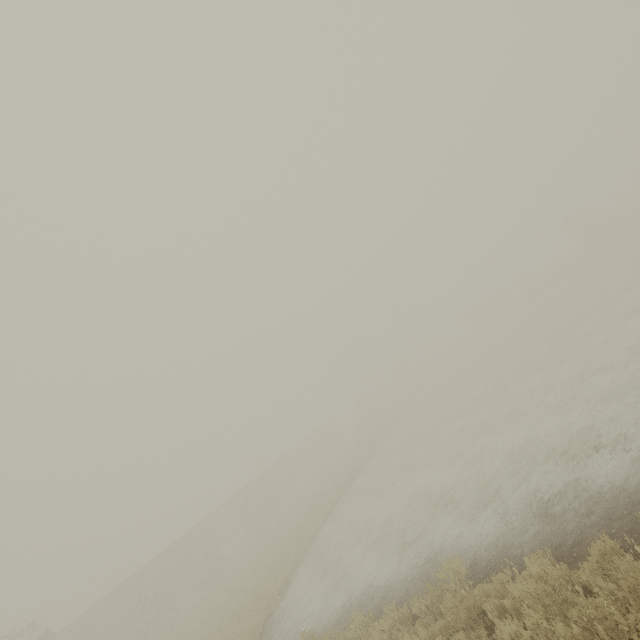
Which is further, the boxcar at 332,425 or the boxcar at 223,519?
the boxcar at 332,425

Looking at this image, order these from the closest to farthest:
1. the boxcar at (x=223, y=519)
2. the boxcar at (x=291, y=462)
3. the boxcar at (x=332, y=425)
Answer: the boxcar at (x=223, y=519), the boxcar at (x=291, y=462), the boxcar at (x=332, y=425)

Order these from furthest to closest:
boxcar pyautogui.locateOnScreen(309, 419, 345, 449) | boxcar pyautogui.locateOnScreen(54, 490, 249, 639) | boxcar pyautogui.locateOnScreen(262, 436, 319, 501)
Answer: boxcar pyautogui.locateOnScreen(309, 419, 345, 449), boxcar pyautogui.locateOnScreen(262, 436, 319, 501), boxcar pyautogui.locateOnScreen(54, 490, 249, 639)

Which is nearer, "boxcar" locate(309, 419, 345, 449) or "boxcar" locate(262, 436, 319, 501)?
"boxcar" locate(262, 436, 319, 501)

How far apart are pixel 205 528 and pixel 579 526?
40.78m

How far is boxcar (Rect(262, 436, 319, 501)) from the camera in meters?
45.6
